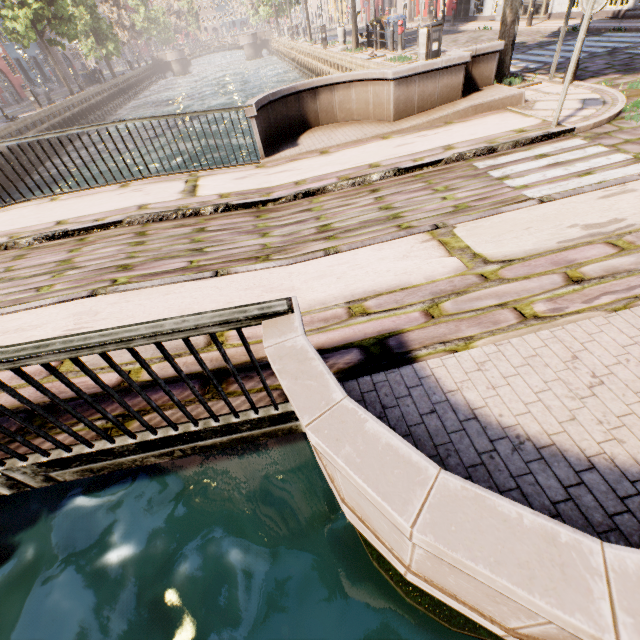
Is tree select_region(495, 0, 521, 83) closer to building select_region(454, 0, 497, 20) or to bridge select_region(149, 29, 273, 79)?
bridge select_region(149, 29, 273, 79)

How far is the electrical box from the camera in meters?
9.3 m

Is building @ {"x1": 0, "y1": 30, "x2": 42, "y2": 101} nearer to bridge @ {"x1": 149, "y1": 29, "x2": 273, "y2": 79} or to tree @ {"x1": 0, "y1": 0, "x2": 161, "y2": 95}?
tree @ {"x1": 0, "y1": 0, "x2": 161, "y2": 95}

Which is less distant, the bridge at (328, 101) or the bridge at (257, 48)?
the bridge at (328, 101)

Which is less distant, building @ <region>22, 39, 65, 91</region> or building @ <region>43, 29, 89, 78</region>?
building @ <region>22, 39, 65, 91</region>

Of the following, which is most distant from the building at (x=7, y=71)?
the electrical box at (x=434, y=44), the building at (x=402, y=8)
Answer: the building at (x=402, y=8)

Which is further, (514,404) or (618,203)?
(618,203)

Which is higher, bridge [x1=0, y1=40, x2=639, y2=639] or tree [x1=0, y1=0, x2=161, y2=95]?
tree [x1=0, y1=0, x2=161, y2=95]
